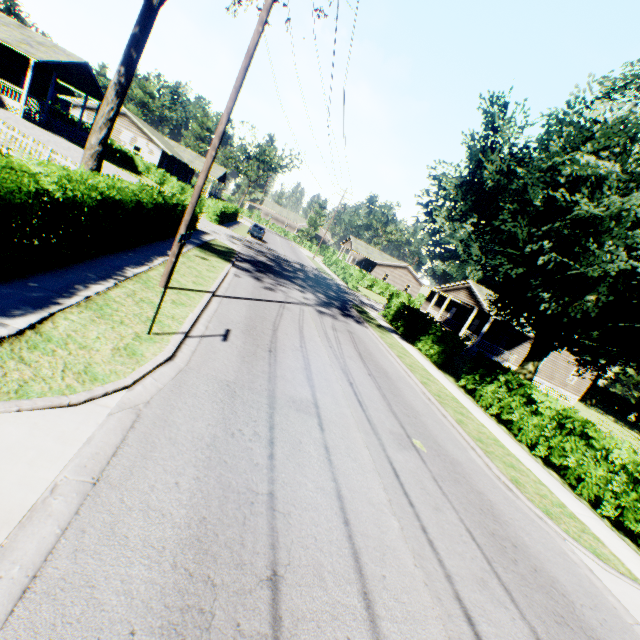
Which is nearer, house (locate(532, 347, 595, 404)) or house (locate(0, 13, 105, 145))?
house (locate(0, 13, 105, 145))

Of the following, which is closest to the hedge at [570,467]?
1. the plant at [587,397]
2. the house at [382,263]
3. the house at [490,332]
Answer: the house at [490,332]

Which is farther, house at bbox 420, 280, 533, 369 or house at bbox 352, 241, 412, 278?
house at bbox 352, 241, 412, 278

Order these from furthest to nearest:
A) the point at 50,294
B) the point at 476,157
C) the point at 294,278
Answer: the point at 294,278 → the point at 476,157 → the point at 50,294

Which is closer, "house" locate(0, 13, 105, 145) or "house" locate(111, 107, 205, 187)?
"house" locate(0, 13, 105, 145)

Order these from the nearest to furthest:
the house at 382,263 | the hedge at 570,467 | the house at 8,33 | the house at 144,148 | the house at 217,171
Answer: the hedge at 570,467 < the house at 8,33 < the house at 144,148 < the house at 217,171 < the house at 382,263

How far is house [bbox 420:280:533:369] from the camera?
31.1m

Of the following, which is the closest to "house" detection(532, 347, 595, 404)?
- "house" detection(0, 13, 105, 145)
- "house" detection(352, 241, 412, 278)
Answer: "house" detection(352, 241, 412, 278)
